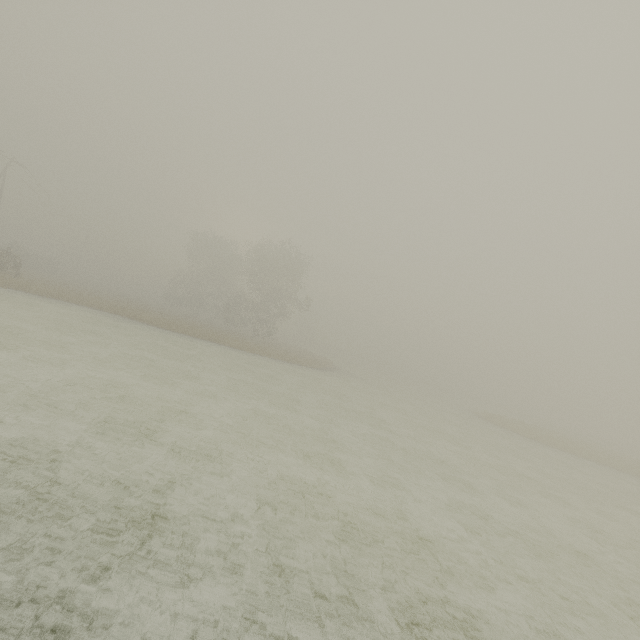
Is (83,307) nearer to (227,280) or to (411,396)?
(227,280)
